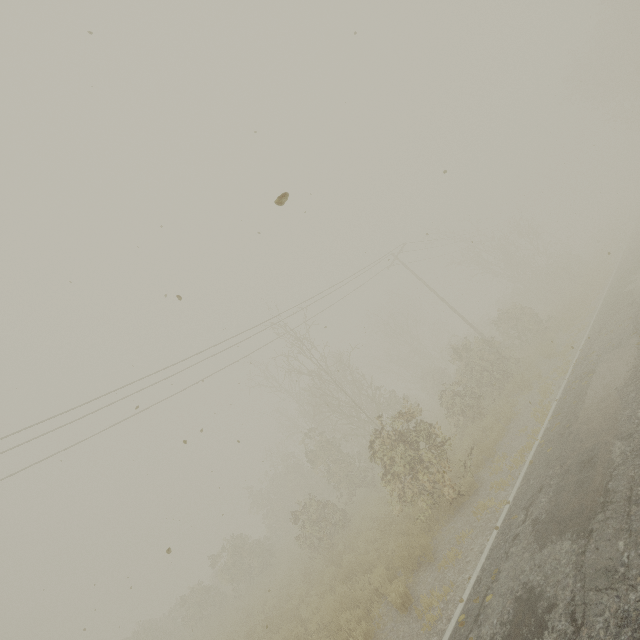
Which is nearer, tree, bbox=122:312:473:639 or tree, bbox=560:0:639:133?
tree, bbox=122:312:473:639

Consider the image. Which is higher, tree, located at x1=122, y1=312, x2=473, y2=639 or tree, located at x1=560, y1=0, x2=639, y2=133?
tree, located at x1=560, y1=0, x2=639, y2=133

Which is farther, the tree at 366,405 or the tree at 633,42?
the tree at 633,42

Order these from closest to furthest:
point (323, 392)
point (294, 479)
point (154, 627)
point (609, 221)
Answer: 1. point (323, 392)
2. point (154, 627)
3. point (294, 479)
4. point (609, 221)

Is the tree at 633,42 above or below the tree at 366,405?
above
